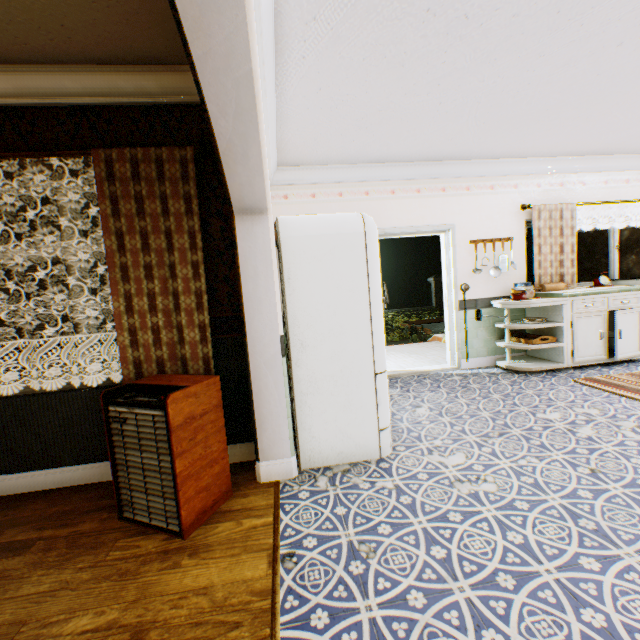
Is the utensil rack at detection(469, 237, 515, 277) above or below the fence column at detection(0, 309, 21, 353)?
above

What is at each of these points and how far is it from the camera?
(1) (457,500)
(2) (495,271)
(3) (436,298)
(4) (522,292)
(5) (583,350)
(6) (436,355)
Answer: (1) building, 2.08m
(2) utensil rack, 5.05m
(3) fence column, 20.02m
(4) cooking pot, 4.61m
(5) cabinet, 4.61m
(6) stairs, 6.22m

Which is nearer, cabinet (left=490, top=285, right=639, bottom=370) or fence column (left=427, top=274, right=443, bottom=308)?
cabinet (left=490, top=285, right=639, bottom=370)

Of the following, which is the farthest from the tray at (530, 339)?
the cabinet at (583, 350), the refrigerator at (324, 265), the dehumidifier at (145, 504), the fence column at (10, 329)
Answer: the fence column at (10, 329)

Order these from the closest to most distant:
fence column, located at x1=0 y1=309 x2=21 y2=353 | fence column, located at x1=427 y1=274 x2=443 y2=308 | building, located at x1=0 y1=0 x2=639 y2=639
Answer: building, located at x1=0 y1=0 x2=639 y2=639 < fence column, located at x1=0 y1=309 x2=21 y2=353 < fence column, located at x1=427 y1=274 x2=443 y2=308

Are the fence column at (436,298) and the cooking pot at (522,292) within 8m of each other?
no

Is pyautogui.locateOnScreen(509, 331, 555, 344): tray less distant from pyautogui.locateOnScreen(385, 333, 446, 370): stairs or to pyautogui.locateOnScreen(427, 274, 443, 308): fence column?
pyautogui.locateOnScreen(385, 333, 446, 370): stairs

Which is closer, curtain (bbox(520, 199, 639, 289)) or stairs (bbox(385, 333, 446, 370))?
curtain (bbox(520, 199, 639, 289))
